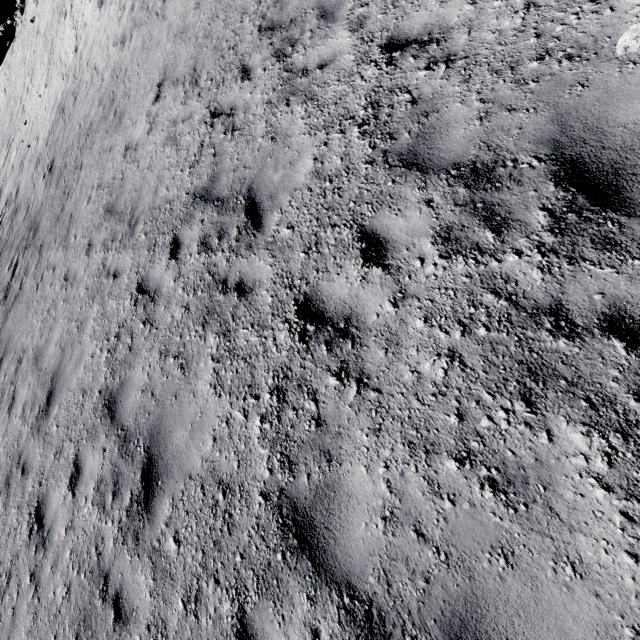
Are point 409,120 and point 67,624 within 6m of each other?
no
